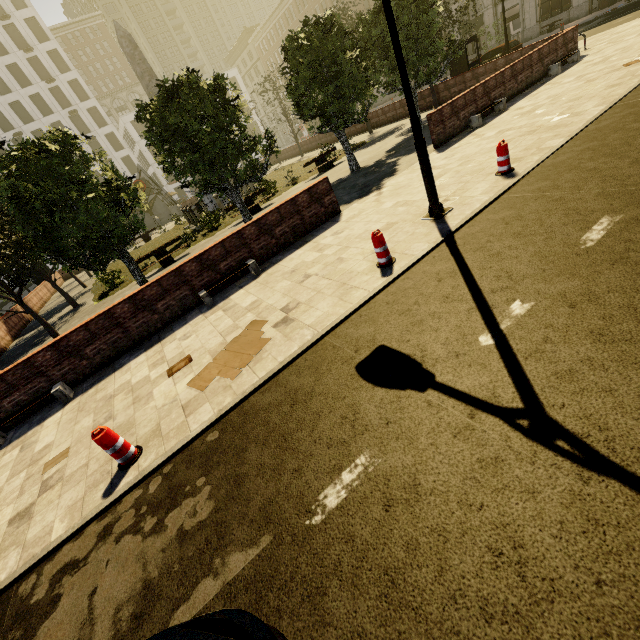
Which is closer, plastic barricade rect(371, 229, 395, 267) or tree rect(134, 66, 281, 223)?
plastic barricade rect(371, 229, 395, 267)

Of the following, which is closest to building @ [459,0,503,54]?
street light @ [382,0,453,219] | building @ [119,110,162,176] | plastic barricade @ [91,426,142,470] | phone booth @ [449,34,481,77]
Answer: building @ [119,110,162,176]

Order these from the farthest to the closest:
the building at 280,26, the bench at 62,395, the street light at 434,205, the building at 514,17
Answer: the building at 280,26
the building at 514,17
the bench at 62,395
the street light at 434,205

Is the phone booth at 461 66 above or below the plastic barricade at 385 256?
above

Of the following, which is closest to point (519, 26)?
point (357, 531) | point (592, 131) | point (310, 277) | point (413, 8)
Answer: point (413, 8)

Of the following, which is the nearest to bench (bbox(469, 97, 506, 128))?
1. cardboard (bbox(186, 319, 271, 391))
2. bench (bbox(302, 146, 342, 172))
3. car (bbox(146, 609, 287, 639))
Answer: bench (bbox(302, 146, 342, 172))

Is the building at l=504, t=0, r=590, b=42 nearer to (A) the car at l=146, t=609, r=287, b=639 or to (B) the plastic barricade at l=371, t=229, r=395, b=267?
(A) the car at l=146, t=609, r=287, b=639

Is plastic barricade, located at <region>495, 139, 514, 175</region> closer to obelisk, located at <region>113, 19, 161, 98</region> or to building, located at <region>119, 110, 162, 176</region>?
obelisk, located at <region>113, 19, 161, 98</region>
